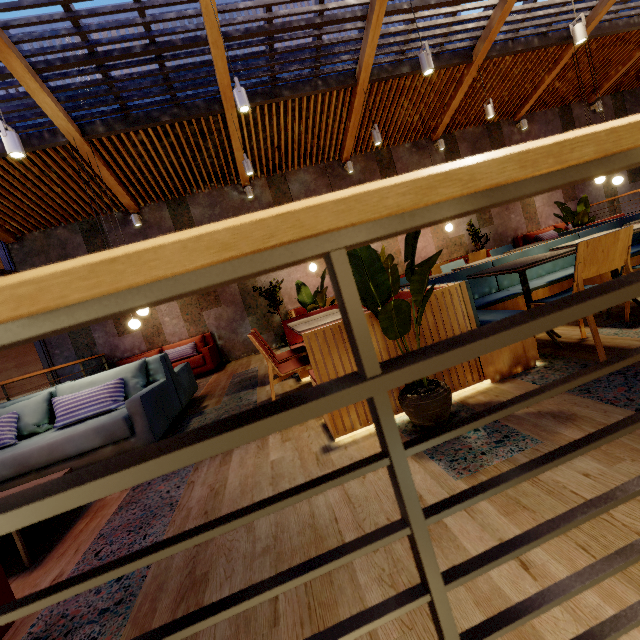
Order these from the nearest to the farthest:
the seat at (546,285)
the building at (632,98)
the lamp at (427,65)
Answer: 1. the seat at (546,285)
2. the lamp at (427,65)
3. the building at (632,98)

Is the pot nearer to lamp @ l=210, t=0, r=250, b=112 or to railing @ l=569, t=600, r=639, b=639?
railing @ l=569, t=600, r=639, b=639

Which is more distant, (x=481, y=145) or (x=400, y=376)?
(x=481, y=145)

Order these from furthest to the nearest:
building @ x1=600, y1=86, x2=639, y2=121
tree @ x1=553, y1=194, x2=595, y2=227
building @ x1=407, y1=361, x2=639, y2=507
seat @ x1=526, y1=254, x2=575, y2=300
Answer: building @ x1=600, y1=86, x2=639, y2=121 → tree @ x1=553, y1=194, x2=595, y2=227 → seat @ x1=526, y1=254, x2=575, y2=300 → building @ x1=407, y1=361, x2=639, y2=507

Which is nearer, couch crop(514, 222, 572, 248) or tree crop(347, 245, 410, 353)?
tree crop(347, 245, 410, 353)

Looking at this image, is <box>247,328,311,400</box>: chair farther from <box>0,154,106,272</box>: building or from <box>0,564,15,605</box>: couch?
<box>0,564,15,605</box>: couch

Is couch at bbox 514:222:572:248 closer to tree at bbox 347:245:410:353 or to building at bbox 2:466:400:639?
building at bbox 2:466:400:639

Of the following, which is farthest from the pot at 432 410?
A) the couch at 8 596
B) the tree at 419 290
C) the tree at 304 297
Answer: the tree at 304 297
